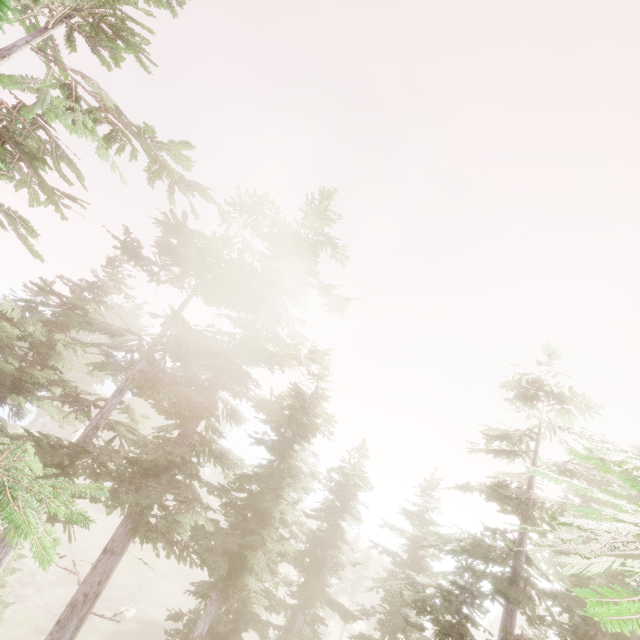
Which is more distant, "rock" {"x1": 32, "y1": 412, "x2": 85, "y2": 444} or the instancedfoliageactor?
"rock" {"x1": 32, "y1": 412, "x2": 85, "y2": 444}

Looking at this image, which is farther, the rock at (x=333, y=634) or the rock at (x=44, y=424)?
the rock at (x=44, y=424)

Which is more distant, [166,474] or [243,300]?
[243,300]

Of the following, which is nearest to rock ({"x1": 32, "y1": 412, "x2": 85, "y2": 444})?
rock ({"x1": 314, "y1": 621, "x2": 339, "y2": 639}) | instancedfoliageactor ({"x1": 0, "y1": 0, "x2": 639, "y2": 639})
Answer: instancedfoliageactor ({"x1": 0, "y1": 0, "x2": 639, "y2": 639})

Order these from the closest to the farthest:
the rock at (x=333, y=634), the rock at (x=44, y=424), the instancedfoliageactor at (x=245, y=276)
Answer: the instancedfoliageactor at (x=245, y=276) < the rock at (x=333, y=634) < the rock at (x=44, y=424)

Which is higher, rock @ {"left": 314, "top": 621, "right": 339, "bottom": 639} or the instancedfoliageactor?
the instancedfoliageactor

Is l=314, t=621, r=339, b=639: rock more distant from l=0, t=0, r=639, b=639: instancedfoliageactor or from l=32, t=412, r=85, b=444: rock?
l=32, t=412, r=85, b=444: rock

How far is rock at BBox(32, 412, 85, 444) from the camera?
42.09m
